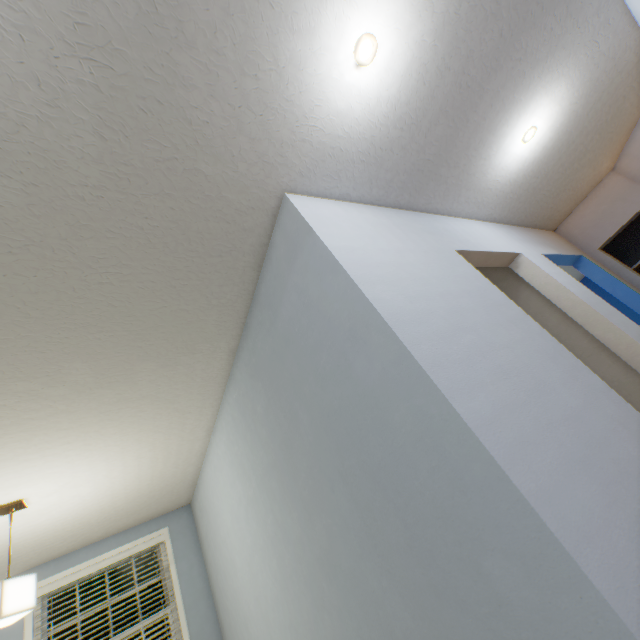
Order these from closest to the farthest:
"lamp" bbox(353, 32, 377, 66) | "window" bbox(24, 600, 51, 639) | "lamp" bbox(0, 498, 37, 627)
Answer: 1. "lamp" bbox(353, 32, 377, 66)
2. "lamp" bbox(0, 498, 37, 627)
3. "window" bbox(24, 600, 51, 639)

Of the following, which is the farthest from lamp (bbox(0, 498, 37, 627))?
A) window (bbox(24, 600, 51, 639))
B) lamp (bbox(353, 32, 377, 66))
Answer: lamp (bbox(353, 32, 377, 66))

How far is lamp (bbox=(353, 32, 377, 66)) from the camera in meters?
1.2 m

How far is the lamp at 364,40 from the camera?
1.2 meters

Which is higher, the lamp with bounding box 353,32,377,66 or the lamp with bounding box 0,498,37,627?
the lamp with bounding box 353,32,377,66

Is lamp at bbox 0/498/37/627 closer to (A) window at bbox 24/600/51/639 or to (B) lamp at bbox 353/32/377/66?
(A) window at bbox 24/600/51/639

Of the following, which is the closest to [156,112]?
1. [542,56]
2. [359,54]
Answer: [359,54]

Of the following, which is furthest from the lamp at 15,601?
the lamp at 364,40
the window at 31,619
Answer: the lamp at 364,40
